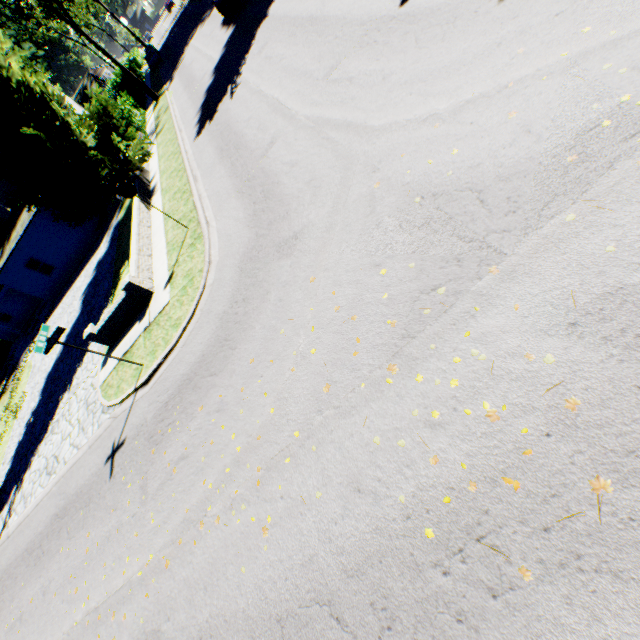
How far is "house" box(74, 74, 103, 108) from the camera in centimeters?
5544cm

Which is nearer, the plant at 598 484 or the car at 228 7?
the plant at 598 484

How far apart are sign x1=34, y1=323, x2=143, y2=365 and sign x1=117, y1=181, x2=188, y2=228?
4.5 meters

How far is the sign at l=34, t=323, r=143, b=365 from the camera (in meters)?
7.47

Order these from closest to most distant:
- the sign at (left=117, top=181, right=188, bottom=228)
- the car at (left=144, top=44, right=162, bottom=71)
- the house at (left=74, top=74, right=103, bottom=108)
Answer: the sign at (left=117, top=181, right=188, bottom=228) → the car at (left=144, top=44, right=162, bottom=71) → the house at (left=74, top=74, right=103, bottom=108)

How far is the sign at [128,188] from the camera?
9.7 meters

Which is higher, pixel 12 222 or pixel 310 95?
pixel 12 222

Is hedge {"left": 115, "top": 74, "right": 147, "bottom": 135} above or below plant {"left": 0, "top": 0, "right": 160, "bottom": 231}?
below
